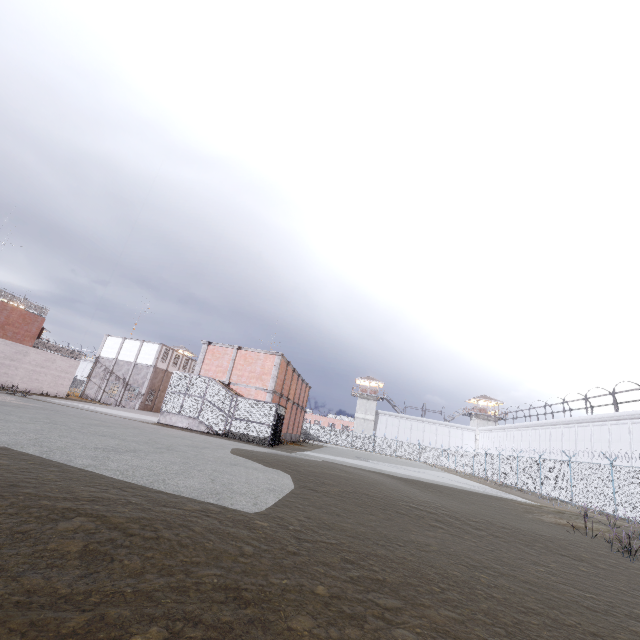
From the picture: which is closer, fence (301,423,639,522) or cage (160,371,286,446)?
fence (301,423,639,522)

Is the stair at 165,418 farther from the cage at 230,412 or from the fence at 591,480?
the fence at 591,480

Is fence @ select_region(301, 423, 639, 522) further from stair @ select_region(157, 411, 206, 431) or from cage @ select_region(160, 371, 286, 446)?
stair @ select_region(157, 411, 206, 431)

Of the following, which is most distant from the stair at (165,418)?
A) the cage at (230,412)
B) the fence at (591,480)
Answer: the fence at (591,480)

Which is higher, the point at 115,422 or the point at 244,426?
the point at 244,426

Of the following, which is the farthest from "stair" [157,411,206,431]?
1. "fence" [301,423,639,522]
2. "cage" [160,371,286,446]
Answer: "fence" [301,423,639,522]

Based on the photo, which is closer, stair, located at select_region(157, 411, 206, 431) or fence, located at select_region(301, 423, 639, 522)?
fence, located at select_region(301, 423, 639, 522)
